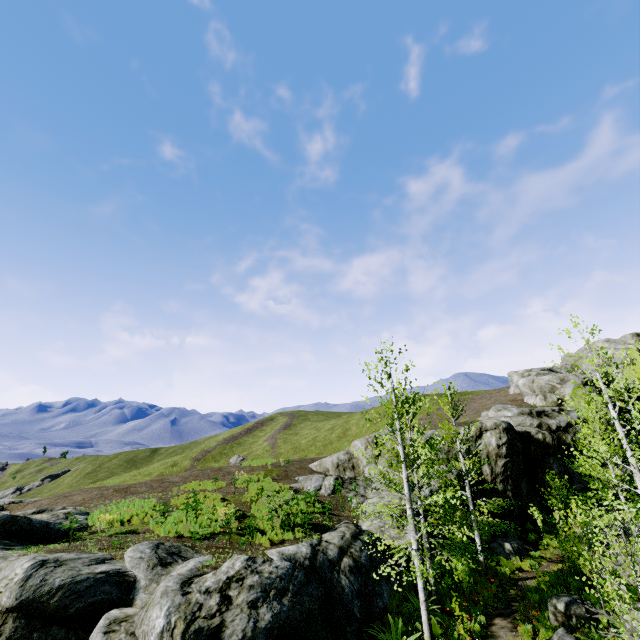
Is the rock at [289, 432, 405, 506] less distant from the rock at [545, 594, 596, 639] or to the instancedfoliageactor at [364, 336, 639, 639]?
the instancedfoliageactor at [364, 336, 639, 639]

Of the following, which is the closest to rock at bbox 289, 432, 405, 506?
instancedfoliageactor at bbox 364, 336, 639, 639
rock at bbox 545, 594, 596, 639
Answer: instancedfoliageactor at bbox 364, 336, 639, 639

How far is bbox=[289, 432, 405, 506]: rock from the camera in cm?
2062

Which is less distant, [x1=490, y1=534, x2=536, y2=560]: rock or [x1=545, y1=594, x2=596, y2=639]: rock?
[x1=545, y1=594, x2=596, y2=639]: rock

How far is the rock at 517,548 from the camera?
19.38m

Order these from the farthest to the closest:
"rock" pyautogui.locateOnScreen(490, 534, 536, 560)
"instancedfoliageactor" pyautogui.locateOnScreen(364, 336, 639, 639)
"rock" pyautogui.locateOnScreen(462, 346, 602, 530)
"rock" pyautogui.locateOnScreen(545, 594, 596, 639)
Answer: "rock" pyautogui.locateOnScreen(462, 346, 602, 530)
"rock" pyautogui.locateOnScreen(490, 534, 536, 560)
"rock" pyautogui.locateOnScreen(545, 594, 596, 639)
"instancedfoliageactor" pyautogui.locateOnScreen(364, 336, 639, 639)

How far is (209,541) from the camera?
12.4 meters

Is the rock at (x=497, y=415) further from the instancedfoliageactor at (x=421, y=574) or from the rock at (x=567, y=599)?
the rock at (x=567, y=599)
